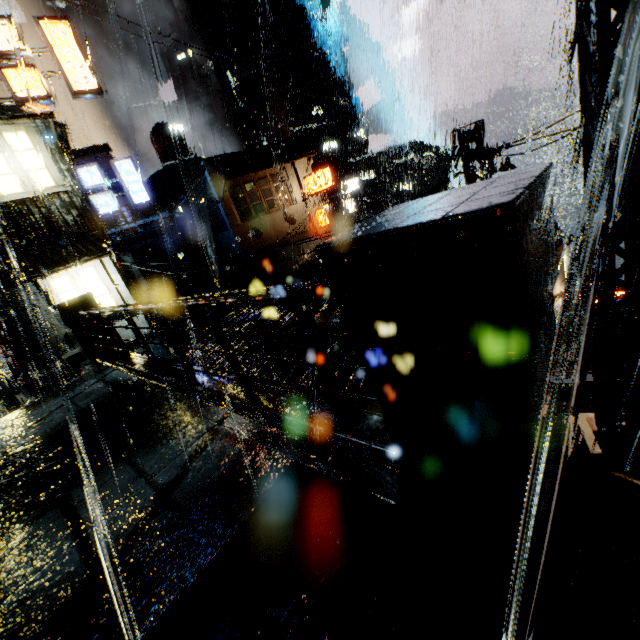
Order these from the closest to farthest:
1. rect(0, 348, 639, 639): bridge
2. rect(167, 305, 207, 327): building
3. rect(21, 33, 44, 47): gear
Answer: rect(0, 348, 639, 639): bridge, rect(167, 305, 207, 327): building, rect(21, 33, 44, 47): gear

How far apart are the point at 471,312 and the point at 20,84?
21.75m

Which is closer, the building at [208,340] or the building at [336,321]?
the building at [336,321]

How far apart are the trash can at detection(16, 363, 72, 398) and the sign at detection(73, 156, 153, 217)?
12.28m

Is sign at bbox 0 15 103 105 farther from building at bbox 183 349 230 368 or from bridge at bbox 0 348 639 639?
bridge at bbox 0 348 639 639

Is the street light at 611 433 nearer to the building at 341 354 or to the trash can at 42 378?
the building at 341 354

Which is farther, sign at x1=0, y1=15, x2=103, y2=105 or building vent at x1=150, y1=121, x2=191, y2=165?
building vent at x1=150, y1=121, x2=191, y2=165

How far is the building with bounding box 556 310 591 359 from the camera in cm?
1254
